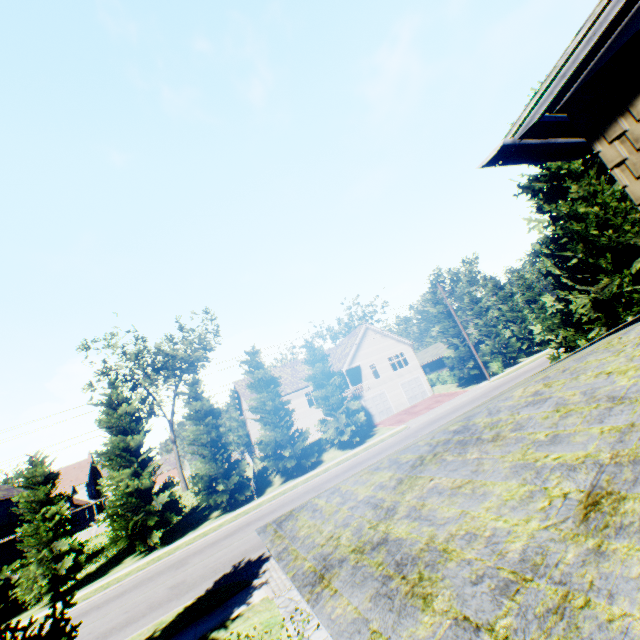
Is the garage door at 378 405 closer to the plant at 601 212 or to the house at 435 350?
the house at 435 350

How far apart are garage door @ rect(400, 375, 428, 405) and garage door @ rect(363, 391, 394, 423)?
2.2 meters

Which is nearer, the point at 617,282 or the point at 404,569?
the point at 404,569

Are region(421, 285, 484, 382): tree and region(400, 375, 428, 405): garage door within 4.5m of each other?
no

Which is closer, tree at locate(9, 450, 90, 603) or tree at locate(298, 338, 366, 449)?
tree at locate(9, 450, 90, 603)

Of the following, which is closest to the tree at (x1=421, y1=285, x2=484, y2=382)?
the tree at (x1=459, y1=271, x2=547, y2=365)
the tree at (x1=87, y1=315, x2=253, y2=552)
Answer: the tree at (x1=87, y1=315, x2=253, y2=552)

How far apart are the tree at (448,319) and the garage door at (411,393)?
6.2m

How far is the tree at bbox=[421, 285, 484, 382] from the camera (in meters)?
36.41
